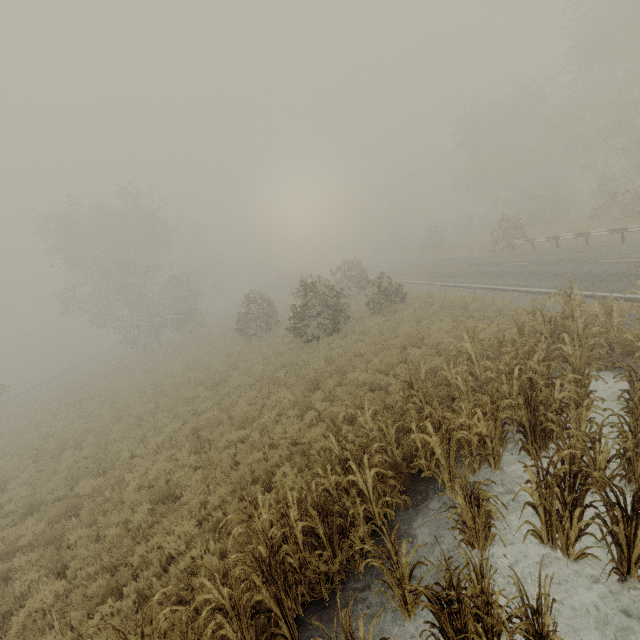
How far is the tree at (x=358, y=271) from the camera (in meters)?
18.17

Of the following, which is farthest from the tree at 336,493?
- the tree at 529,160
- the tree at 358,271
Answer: the tree at 529,160

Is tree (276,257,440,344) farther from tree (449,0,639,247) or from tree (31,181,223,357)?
tree (31,181,223,357)

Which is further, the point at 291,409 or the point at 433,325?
the point at 433,325

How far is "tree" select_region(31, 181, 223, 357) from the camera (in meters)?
30.34

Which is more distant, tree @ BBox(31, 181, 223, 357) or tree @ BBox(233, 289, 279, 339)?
tree @ BBox(31, 181, 223, 357)

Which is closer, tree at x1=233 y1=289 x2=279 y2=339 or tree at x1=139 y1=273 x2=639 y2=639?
tree at x1=139 y1=273 x2=639 y2=639

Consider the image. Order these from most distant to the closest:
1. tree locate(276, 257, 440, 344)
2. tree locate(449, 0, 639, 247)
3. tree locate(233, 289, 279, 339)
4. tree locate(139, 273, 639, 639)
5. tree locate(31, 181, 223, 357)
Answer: tree locate(31, 181, 223, 357) < tree locate(233, 289, 279, 339) < tree locate(449, 0, 639, 247) < tree locate(276, 257, 440, 344) < tree locate(139, 273, 639, 639)
